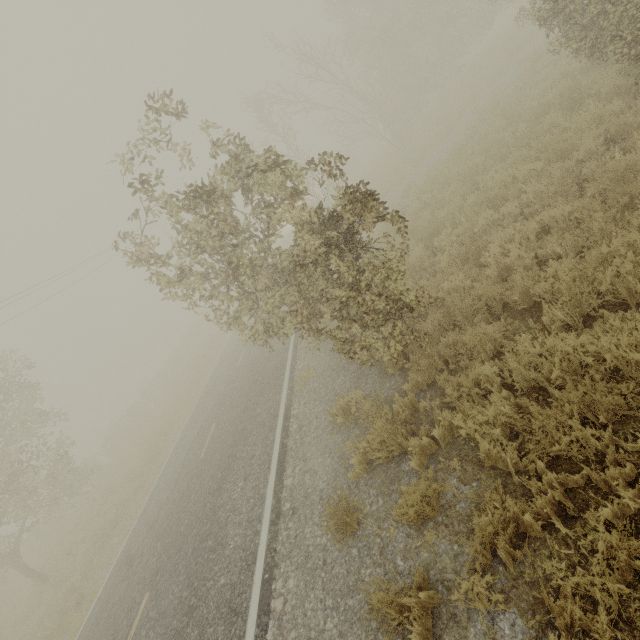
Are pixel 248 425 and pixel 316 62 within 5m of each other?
no
